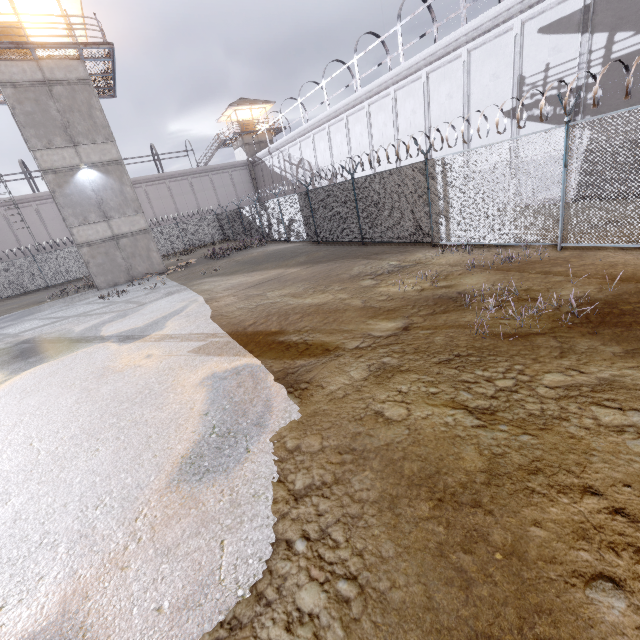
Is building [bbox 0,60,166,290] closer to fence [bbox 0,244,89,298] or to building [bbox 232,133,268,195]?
fence [bbox 0,244,89,298]

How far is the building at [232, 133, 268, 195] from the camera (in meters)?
39.61

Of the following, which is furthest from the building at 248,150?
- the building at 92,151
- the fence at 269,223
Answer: the building at 92,151

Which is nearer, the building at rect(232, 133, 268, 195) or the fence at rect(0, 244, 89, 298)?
the fence at rect(0, 244, 89, 298)

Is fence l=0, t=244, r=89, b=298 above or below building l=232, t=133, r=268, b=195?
below

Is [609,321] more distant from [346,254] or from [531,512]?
[346,254]

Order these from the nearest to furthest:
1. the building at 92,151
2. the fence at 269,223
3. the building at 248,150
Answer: the fence at 269,223 → the building at 92,151 → the building at 248,150
